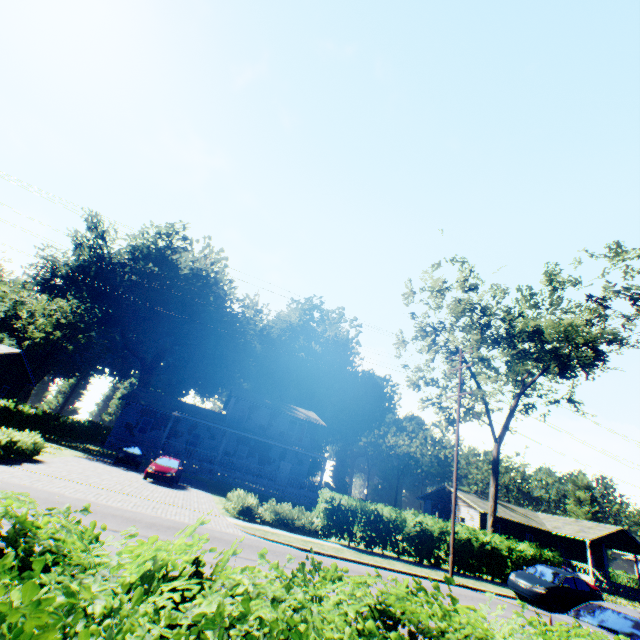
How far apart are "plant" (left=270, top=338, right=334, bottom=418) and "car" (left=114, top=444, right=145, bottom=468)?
Answer: 29.1m

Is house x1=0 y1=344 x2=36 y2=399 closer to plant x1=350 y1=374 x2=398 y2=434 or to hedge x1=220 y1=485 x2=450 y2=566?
plant x1=350 y1=374 x2=398 y2=434

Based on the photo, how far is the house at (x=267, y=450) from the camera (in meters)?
29.14

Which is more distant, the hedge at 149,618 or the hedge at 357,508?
the hedge at 357,508

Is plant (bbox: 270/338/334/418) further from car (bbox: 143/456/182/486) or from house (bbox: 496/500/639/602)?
car (bbox: 143/456/182/486)

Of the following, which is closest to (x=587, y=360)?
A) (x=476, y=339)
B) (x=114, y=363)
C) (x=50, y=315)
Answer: (x=476, y=339)

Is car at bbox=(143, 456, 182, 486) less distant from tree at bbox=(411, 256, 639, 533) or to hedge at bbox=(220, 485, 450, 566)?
hedge at bbox=(220, 485, 450, 566)

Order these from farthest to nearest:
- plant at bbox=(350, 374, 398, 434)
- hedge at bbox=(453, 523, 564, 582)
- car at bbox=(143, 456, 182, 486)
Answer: plant at bbox=(350, 374, 398, 434) → car at bbox=(143, 456, 182, 486) → hedge at bbox=(453, 523, 564, 582)
